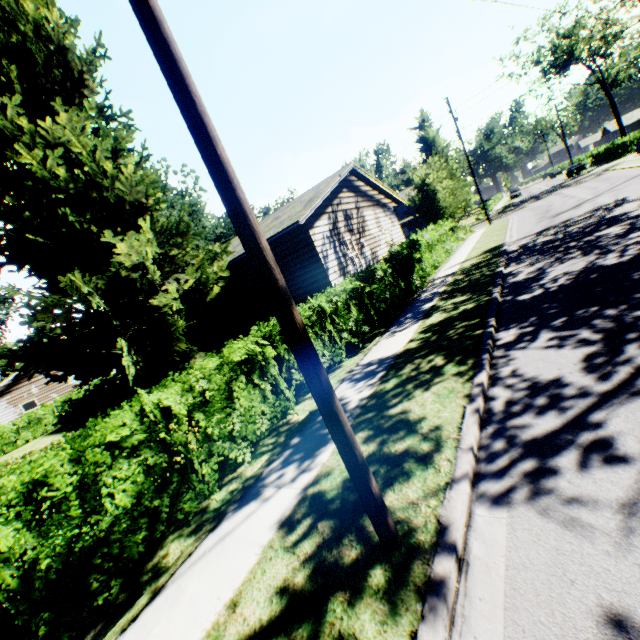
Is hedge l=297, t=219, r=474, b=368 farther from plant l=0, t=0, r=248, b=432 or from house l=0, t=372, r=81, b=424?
house l=0, t=372, r=81, b=424

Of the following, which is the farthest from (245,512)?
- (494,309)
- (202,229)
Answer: (202,229)

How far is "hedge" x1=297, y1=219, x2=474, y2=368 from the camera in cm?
898

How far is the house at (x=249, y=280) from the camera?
13.9 meters

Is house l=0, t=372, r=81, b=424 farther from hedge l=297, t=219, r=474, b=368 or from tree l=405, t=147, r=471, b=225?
tree l=405, t=147, r=471, b=225

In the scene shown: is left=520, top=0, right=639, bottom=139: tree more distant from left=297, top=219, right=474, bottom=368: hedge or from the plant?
left=297, top=219, right=474, bottom=368: hedge

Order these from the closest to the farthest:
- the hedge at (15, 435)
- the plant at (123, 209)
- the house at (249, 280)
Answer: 1. the plant at (123, 209)
2. the house at (249, 280)
3. the hedge at (15, 435)

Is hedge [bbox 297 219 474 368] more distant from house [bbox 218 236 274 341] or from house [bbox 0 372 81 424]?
house [bbox 0 372 81 424]
